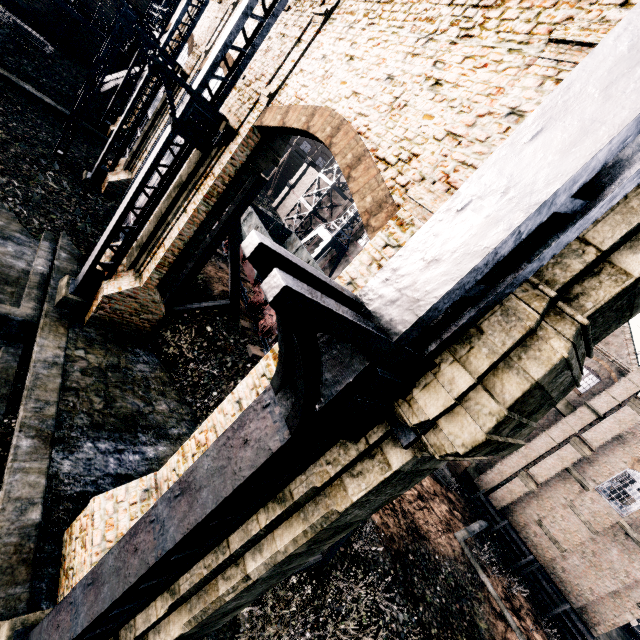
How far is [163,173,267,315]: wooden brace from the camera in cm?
1384

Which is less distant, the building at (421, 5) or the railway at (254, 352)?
the building at (421, 5)

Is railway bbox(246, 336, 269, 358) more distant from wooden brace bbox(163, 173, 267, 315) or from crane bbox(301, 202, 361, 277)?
crane bbox(301, 202, 361, 277)

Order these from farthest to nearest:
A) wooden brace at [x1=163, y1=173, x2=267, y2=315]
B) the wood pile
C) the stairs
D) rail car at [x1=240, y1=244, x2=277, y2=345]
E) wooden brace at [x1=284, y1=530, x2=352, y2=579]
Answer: the wood pile < the stairs < rail car at [x1=240, y1=244, x2=277, y2=345] < wooden brace at [x1=163, y1=173, x2=267, y2=315] < wooden brace at [x1=284, y1=530, x2=352, y2=579]

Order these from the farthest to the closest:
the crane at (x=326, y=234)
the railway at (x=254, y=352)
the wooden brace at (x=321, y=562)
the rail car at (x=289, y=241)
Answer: the crane at (x=326, y=234) → the rail car at (x=289, y=241) → the railway at (x=254, y=352) → the wooden brace at (x=321, y=562)

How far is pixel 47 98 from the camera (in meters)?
25.70

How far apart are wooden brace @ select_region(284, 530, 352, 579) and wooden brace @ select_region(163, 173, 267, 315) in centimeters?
1169cm

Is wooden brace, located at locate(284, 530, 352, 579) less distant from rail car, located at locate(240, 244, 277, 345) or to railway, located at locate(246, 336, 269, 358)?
railway, located at locate(246, 336, 269, 358)
